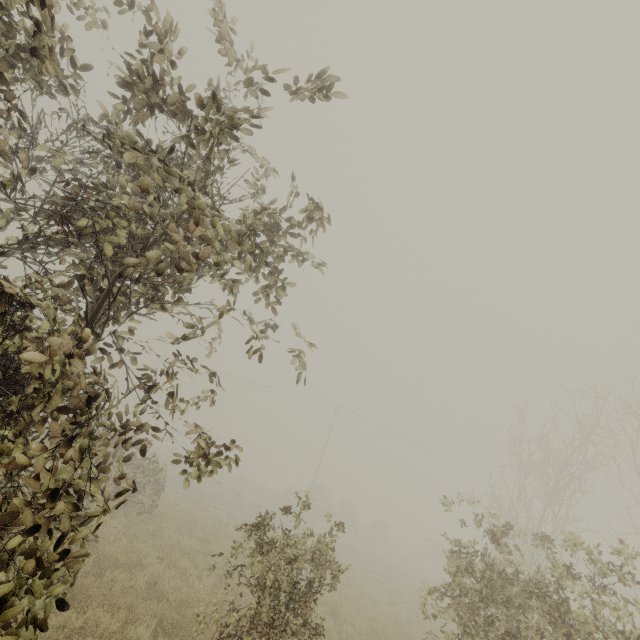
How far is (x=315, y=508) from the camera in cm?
3216

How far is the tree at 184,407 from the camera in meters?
2.6

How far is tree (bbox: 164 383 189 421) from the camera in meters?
2.6
